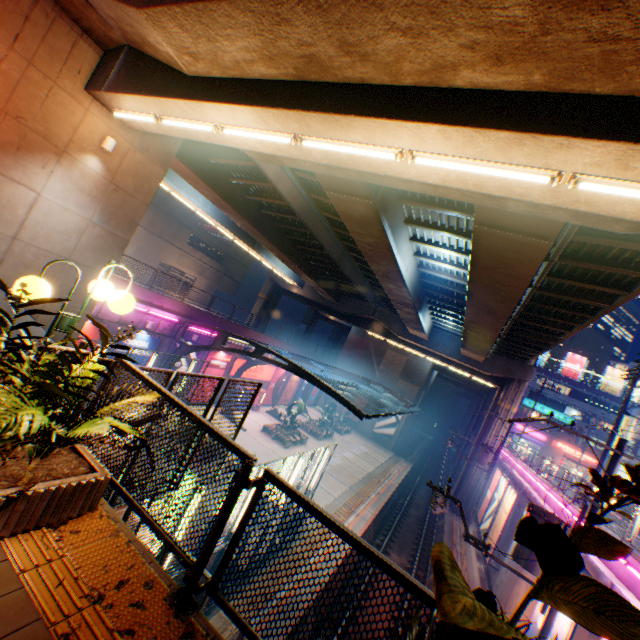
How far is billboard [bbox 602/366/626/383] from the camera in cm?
5375

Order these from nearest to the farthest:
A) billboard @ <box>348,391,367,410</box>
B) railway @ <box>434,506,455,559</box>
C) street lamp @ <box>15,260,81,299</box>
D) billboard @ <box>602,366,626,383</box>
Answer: street lamp @ <box>15,260,81,299</box> < railway @ <box>434,506,455,559</box> < billboard @ <box>348,391,367,410</box> < billboard @ <box>602,366,626,383</box>

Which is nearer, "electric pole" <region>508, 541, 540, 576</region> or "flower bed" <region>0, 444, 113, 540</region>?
"flower bed" <region>0, 444, 113, 540</region>

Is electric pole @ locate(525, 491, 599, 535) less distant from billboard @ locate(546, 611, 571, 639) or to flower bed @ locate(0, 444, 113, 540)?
billboard @ locate(546, 611, 571, 639)

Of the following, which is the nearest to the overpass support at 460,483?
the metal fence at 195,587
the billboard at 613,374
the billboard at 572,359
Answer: the metal fence at 195,587

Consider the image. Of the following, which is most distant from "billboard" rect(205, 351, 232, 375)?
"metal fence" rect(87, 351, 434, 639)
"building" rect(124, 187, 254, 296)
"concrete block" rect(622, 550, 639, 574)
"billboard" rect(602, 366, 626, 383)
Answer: "billboard" rect(602, 366, 626, 383)

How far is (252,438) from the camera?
24.0m

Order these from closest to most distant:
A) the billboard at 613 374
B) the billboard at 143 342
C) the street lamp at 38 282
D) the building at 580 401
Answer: the street lamp at 38 282 < the billboard at 143 342 < the building at 580 401 < the billboard at 613 374
